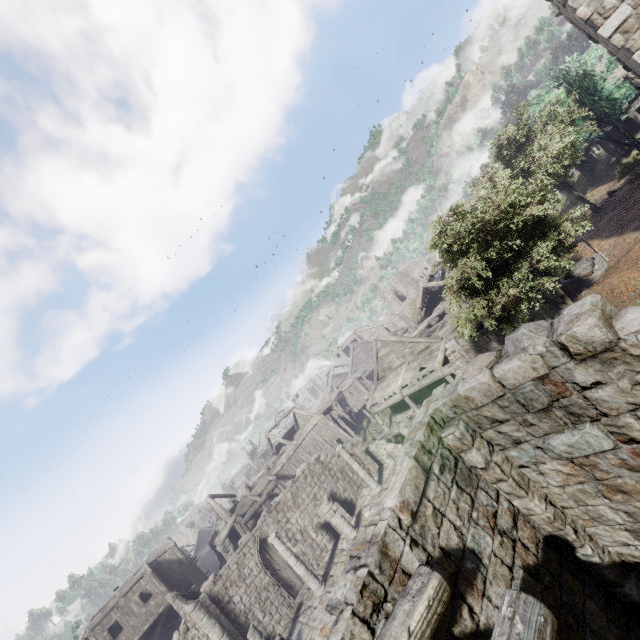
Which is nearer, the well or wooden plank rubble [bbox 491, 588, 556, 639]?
wooden plank rubble [bbox 491, 588, 556, 639]

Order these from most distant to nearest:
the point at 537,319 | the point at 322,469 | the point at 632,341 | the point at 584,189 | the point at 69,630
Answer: the point at 69,630
the point at 584,189
the point at 322,469
the point at 537,319
the point at 632,341

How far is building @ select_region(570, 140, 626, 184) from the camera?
27.7 meters

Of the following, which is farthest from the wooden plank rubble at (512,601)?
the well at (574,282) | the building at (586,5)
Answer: the well at (574,282)

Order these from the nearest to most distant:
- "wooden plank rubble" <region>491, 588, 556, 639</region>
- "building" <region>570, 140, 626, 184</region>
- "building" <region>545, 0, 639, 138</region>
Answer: "wooden plank rubble" <region>491, 588, 556, 639</region>, "building" <region>545, 0, 639, 138</region>, "building" <region>570, 140, 626, 184</region>

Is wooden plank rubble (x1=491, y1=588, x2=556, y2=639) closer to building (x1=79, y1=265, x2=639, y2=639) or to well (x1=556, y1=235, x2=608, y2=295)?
building (x1=79, y1=265, x2=639, y2=639)

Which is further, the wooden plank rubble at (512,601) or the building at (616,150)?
the building at (616,150)

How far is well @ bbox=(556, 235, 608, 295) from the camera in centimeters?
1516cm
